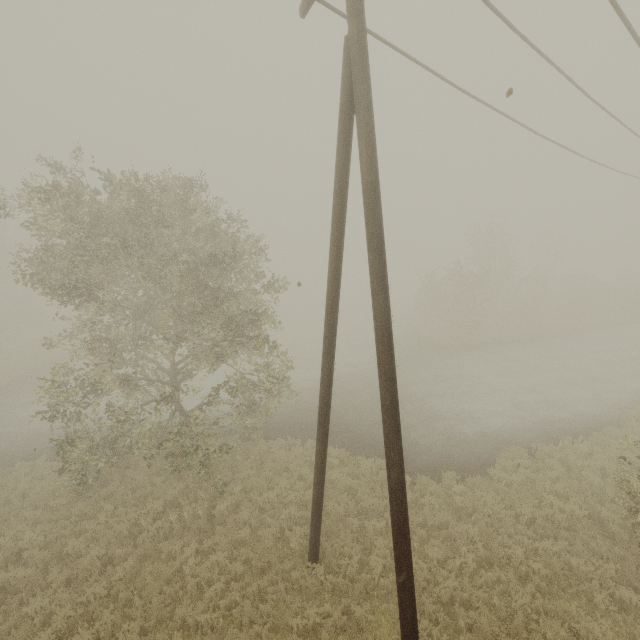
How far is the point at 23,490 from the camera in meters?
12.1
